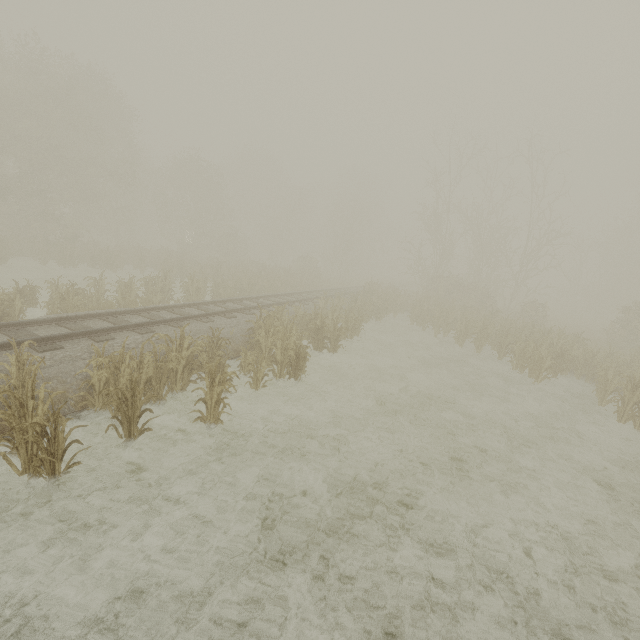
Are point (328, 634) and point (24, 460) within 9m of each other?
yes

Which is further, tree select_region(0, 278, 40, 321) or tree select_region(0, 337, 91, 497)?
tree select_region(0, 278, 40, 321)

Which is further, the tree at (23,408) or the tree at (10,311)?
the tree at (10,311)
